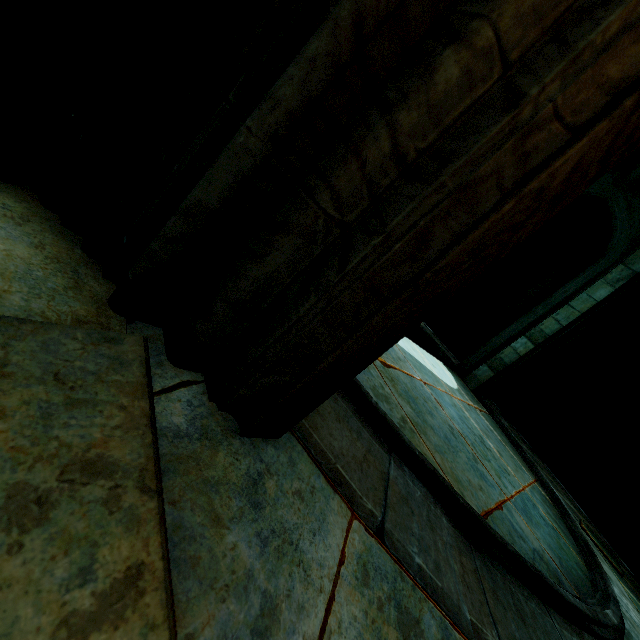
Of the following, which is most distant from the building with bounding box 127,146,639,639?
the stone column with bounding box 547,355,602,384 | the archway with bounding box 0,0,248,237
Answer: the stone column with bounding box 547,355,602,384

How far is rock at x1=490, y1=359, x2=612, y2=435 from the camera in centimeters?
966cm

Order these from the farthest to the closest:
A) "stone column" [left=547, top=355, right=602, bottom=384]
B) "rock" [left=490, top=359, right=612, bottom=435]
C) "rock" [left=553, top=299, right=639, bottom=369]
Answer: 1. "stone column" [left=547, top=355, right=602, bottom=384]
2. "rock" [left=490, top=359, right=612, bottom=435]
3. "rock" [left=553, top=299, right=639, bottom=369]

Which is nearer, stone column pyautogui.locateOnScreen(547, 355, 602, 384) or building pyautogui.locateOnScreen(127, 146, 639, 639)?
building pyautogui.locateOnScreen(127, 146, 639, 639)

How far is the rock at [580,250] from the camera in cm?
1024

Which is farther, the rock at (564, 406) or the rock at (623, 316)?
the rock at (564, 406)

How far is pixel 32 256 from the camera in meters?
A: 0.9

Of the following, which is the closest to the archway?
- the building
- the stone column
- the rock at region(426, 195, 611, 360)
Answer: the building
